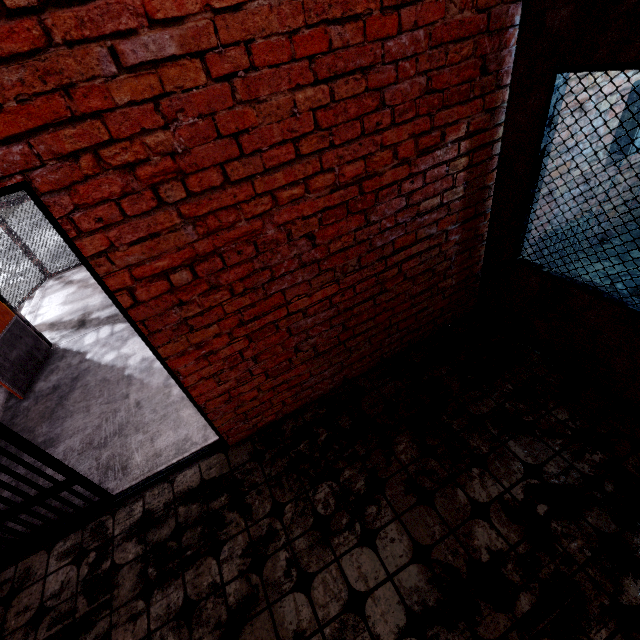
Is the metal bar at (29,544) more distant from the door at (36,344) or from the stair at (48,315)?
the stair at (48,315)

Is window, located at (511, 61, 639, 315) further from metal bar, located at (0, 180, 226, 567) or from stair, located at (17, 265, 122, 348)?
stair, located at (17, 265, 122, 348)

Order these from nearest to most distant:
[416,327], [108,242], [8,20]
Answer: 1. [8,20]
2. [108,242]
3. [416,327]

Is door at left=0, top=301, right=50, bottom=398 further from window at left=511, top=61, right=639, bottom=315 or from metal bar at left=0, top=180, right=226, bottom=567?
window at left=511, top=61, right=639, bottom=315

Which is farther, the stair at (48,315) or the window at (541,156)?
the stair at (48,315)

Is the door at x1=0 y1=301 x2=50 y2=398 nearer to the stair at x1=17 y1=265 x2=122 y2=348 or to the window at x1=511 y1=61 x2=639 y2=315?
the stair at x1=17 y1=265 x2=122 y2=348

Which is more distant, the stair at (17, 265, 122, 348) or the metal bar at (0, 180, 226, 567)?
the stair at (17, 265, 122, 348)
